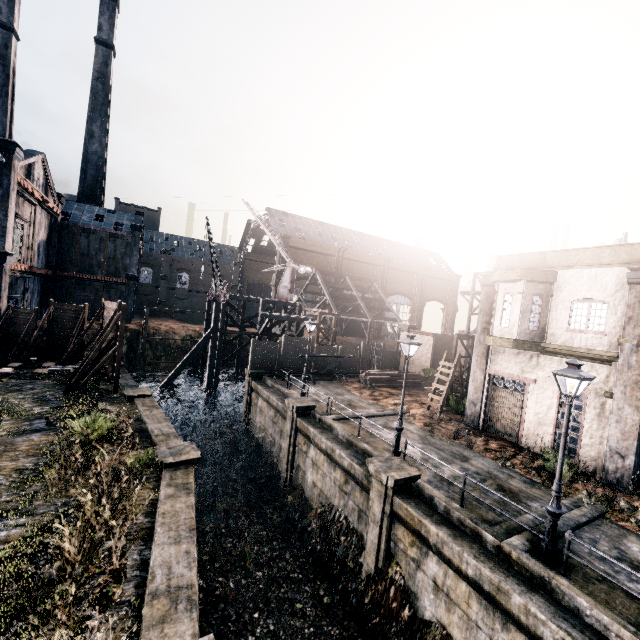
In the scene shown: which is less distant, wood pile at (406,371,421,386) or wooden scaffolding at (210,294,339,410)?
wood pile at (406,371,421,386)

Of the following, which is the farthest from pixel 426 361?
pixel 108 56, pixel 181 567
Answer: pixel 108 56

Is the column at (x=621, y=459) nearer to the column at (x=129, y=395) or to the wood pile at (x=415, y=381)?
the wood pile at (x=415, y=381)

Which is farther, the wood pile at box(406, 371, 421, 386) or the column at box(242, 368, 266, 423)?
the wood pile at box(406, 371, 421, 386)

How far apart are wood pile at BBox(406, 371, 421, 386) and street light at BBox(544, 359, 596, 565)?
18.24m

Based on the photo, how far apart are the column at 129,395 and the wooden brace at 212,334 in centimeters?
981cm

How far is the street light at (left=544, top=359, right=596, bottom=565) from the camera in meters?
9.0 m

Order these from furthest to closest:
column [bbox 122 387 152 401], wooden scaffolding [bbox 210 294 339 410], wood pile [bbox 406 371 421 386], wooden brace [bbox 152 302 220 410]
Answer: wooden scaffolding [bbox 210 294 339 410]
wooden brace [bbox 152 302 220 410]
wood pile [bbox 406 371 421 386]
column [bbox 122 387 152 401]
